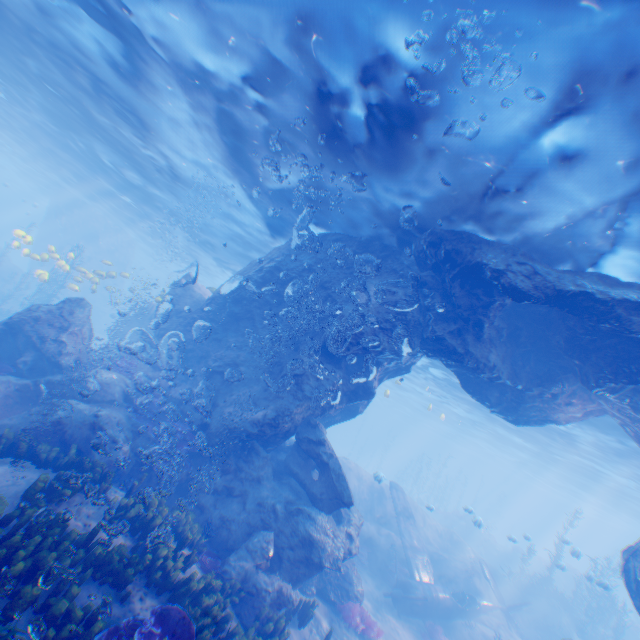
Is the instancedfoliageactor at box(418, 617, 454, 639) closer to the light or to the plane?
the plane

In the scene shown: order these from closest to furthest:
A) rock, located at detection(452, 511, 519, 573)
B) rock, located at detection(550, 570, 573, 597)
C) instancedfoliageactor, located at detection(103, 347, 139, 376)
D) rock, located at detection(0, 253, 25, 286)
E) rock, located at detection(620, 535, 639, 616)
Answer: rock, located at detection(620, 535, 639, 616) < instancedfoliageactor, located at detection(103, 347, 139, 376) < rock, located at detection(550, 570, 573, 597) < rock, located at detection(452, 511, 519, 573) < rock, located at detection(0, 253, 25, 286)

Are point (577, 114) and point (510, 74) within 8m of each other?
yes

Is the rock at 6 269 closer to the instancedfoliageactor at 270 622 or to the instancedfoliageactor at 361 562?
the instancedfoliageactor at 270 622

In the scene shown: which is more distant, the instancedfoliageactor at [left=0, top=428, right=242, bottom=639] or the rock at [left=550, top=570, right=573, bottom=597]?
the rock at [left=550, top=570, right=573, bottom=597]

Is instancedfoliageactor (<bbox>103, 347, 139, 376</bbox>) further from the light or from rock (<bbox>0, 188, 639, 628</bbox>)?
the light

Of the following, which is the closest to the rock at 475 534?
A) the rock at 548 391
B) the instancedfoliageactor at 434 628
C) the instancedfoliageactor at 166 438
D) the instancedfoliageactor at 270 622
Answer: the rock at 548 391

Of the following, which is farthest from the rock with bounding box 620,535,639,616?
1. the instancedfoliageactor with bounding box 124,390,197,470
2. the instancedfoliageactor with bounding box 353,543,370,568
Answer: the instancedfoliageactor with bounding box 353,543,370,568
